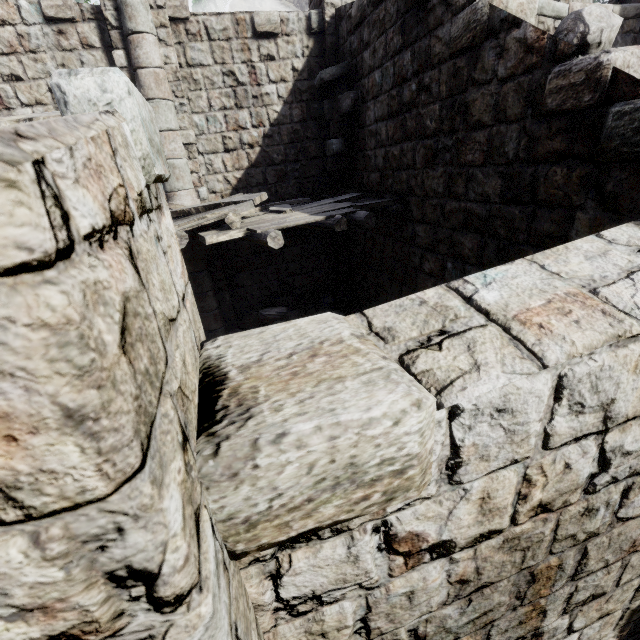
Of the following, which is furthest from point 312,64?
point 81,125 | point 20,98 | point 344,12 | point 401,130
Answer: point 81,125

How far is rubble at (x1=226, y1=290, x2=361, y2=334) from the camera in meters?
10.1 m

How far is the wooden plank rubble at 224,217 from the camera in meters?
5.3

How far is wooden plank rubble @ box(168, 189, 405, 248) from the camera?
5.28m

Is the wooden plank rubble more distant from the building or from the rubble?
the rubble

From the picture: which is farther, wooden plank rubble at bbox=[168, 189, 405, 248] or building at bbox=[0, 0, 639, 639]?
wooden plank rubble at bbox=[168, 189, 405, 248]

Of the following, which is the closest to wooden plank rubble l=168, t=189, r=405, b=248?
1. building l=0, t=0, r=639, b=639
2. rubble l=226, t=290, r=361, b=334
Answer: building l=0, t=0, r=639, b=639

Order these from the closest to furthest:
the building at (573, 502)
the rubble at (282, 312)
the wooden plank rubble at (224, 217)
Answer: the building at (573, 502) < the wooden plank rubble at (224, 217) < the rubble at (282, 312)
